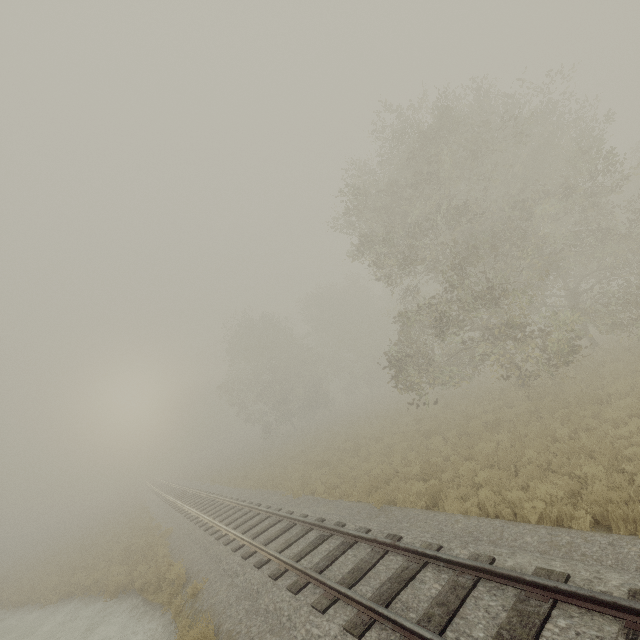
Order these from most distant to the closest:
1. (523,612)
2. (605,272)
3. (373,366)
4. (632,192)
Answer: (373,366), (632,192), (605,272), (523,612)
